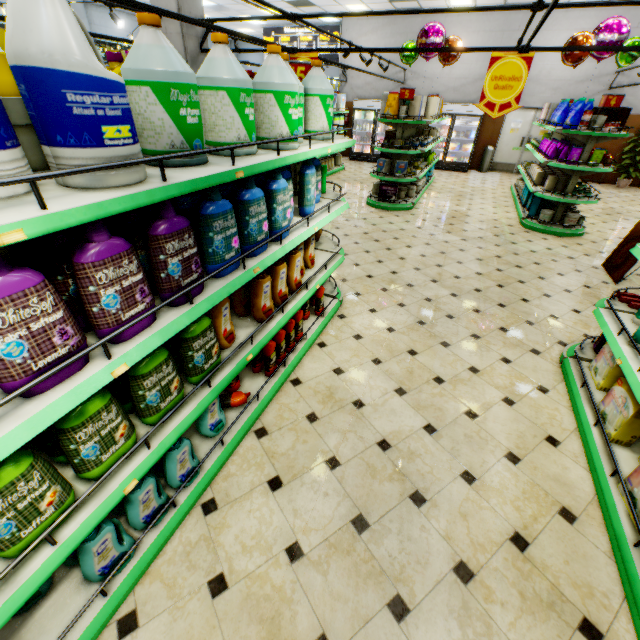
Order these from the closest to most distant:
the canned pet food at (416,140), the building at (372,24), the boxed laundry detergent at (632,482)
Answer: the boxed laundry detergent at (632,482) → the canned pet food at (416,140) → the building at (372,24)

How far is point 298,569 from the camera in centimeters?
184cm

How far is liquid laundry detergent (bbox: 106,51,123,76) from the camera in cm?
173

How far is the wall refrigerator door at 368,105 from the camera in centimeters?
1316cm

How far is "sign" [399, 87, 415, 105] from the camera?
6.93m

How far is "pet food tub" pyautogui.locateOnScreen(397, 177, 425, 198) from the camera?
8.3m

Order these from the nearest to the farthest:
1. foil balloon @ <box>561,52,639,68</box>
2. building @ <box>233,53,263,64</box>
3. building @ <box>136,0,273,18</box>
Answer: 1. building @ <box>136,0,273,18</box>
2. foil balloon @ <box>561,52,639,68</box>
3. building @ <box>233,53,263,64</box>

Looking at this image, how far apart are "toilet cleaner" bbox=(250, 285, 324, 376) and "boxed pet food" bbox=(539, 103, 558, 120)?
9.0 meters
